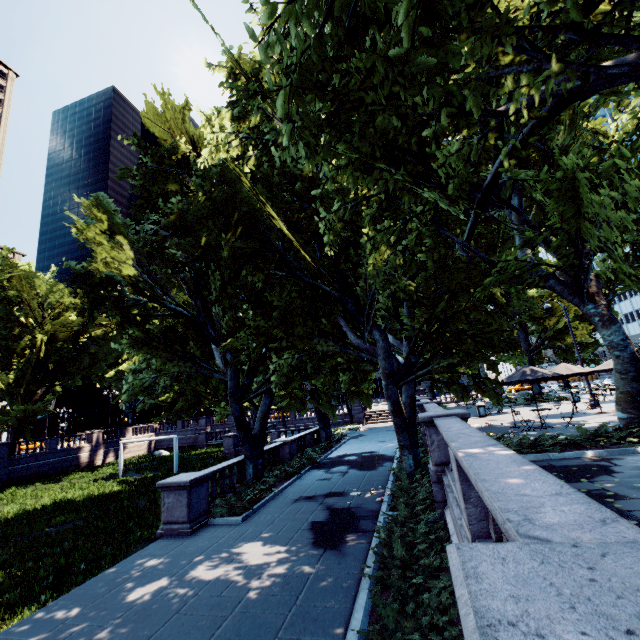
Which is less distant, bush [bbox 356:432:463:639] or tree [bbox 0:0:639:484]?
bush [bbox 356:432:463:639]

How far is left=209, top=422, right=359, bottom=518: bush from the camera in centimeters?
1256cm

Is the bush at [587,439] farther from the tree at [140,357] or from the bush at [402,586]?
the bush at [402,586]

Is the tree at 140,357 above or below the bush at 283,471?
above

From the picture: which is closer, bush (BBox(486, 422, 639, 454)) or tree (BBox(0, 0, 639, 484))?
tree (BBox(0, 0, 639, 484))

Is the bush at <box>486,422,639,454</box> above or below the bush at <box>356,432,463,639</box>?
above

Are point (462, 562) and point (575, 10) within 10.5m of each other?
yes

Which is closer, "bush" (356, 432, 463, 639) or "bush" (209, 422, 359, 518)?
"bush" (356, 432, 463, 639)
